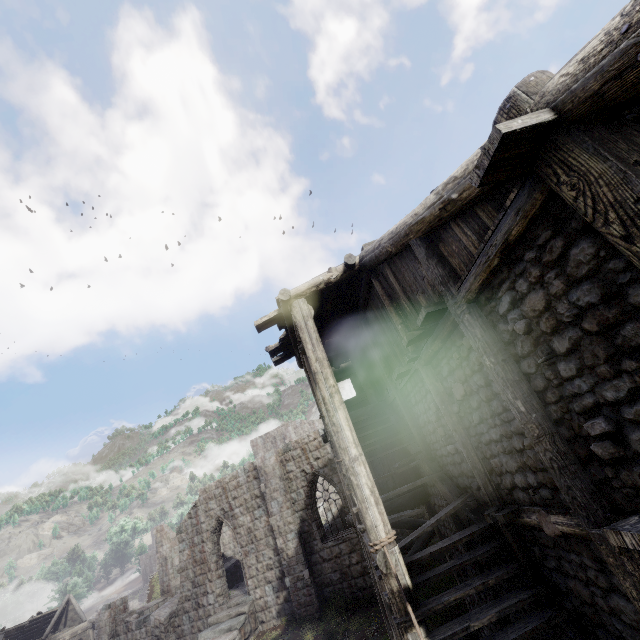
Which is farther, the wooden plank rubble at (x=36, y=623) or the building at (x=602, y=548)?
the wooden plank rubble at (x=36, y=623)

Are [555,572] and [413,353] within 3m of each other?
no

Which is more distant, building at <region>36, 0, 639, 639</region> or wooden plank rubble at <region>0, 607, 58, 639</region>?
wooden plank rubble at <region>0, 607, 58, 639</region>
